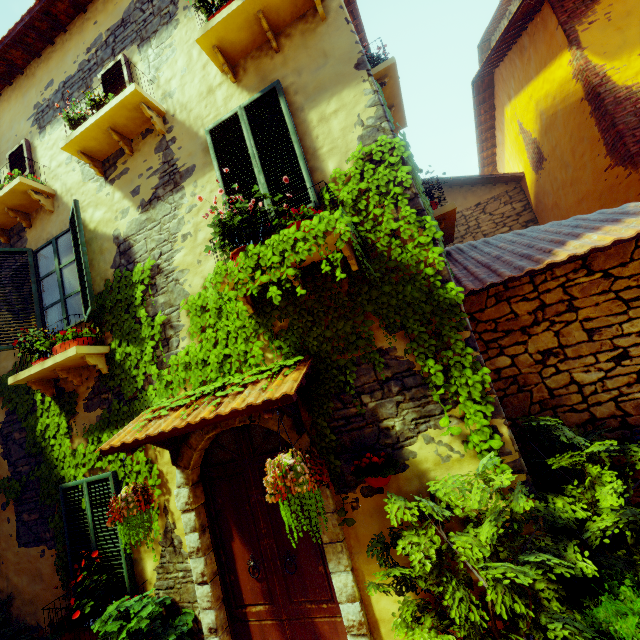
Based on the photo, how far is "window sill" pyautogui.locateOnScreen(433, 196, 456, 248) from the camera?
4.3m

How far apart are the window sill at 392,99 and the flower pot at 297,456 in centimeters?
499cm

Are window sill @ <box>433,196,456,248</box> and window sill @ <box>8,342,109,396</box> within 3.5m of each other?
no

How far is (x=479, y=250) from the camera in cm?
473

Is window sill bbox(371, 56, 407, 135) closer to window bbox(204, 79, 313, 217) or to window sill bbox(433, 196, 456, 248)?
window bbox(204, 79, 313, 217)

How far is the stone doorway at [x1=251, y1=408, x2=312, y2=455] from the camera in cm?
331

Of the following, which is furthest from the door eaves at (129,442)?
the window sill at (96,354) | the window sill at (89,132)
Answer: the window sill at (89,132)

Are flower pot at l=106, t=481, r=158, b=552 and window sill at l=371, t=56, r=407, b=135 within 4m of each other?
no
